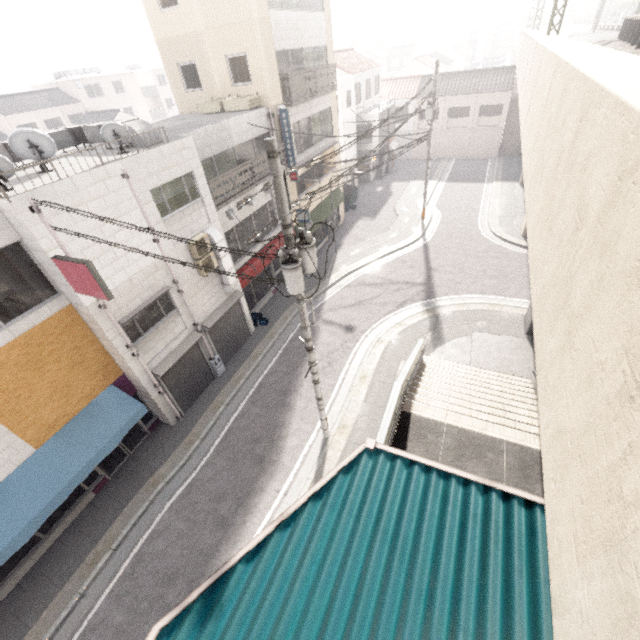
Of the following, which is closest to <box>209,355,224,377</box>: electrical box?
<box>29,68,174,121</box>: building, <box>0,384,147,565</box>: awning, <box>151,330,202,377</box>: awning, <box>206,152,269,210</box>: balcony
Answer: <box>151,330,202,377</box>: awning

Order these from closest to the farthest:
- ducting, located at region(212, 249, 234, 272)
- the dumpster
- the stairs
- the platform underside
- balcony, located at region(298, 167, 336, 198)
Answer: the stairs
ducting, located at region(212, 249, 234, 272)
the platform underside
balcony, located at region(298, 167, 336, 198)
the dumpster

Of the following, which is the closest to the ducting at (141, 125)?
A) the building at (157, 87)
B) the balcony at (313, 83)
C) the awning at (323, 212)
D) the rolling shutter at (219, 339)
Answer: the rolling shutter at (219, 339)

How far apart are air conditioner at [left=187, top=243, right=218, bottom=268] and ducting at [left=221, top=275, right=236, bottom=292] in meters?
0.0 m

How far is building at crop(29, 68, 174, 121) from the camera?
40.16m

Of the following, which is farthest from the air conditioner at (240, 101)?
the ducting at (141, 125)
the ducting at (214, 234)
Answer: the ducting at (214, 234)

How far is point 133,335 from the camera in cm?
1055

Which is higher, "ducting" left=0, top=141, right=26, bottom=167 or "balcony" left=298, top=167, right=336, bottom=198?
"ducting" left=0, top=141, right=26, bottom=167
